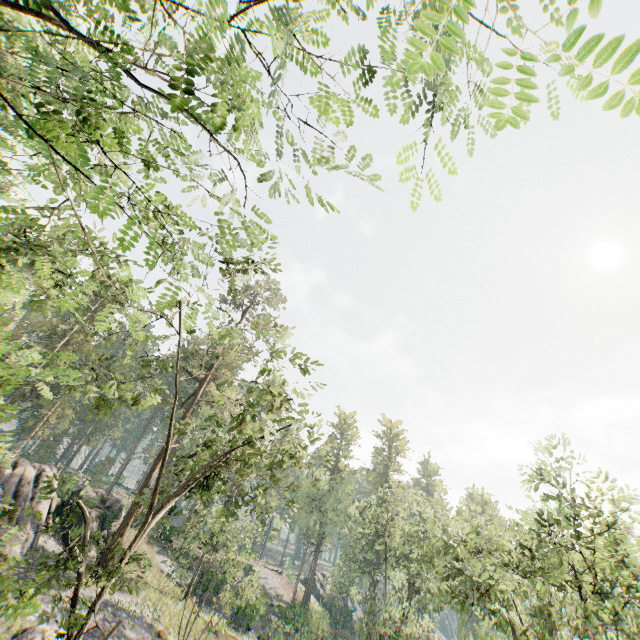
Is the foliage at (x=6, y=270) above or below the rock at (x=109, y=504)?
above

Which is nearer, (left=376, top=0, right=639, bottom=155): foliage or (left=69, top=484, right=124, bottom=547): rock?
(left=376, top=0, right=639, bottom=155): foliage

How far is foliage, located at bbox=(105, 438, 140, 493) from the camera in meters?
55.1

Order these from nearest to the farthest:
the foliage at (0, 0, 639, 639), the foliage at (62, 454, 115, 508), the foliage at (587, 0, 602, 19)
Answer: the foliage at (587, 0, 602, 19) < the foliage at (0, 0, 639, 639) < the foliage at (62, 454, 115, 508)

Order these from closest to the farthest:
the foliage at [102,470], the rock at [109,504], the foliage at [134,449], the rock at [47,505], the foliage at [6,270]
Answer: the foliage at [6,270]
the foliage at [102,470]
the rock at [47,505]
the rock at [109,504]
the foliage at [134,449]

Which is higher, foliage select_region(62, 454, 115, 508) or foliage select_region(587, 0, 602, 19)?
foliage select_region(62, 454, 115, 508)

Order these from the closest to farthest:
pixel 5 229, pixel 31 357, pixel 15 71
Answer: pixel 15 71 < pixel 31 357 < pixel 5 229
